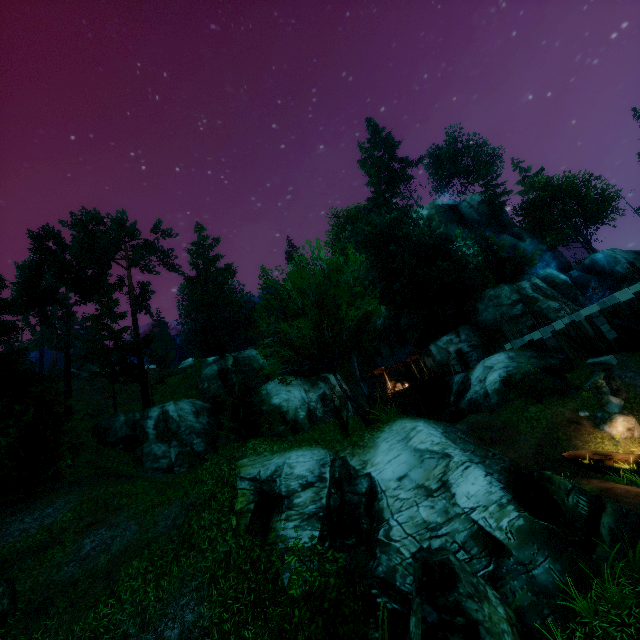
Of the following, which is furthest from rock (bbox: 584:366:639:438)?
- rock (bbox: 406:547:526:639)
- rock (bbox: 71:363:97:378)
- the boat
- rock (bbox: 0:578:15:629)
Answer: rock (bbox: 71:363:97:378)

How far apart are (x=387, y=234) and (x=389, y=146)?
26.0m

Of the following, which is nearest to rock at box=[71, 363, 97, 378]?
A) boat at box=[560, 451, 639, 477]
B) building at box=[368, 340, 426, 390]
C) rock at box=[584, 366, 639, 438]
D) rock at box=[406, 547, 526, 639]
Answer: building at box=[368, 340, 426, 390]

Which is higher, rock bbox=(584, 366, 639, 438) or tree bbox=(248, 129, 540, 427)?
tree bbox=(248, 129, 540, 427)

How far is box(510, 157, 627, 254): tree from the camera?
42.7 meters

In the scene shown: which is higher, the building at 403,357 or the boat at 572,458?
the building at 403,357

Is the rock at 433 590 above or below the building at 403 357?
below

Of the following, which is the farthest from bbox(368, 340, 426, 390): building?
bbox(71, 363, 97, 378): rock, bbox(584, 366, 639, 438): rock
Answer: bbox(71, 363, 97, 378): rock
